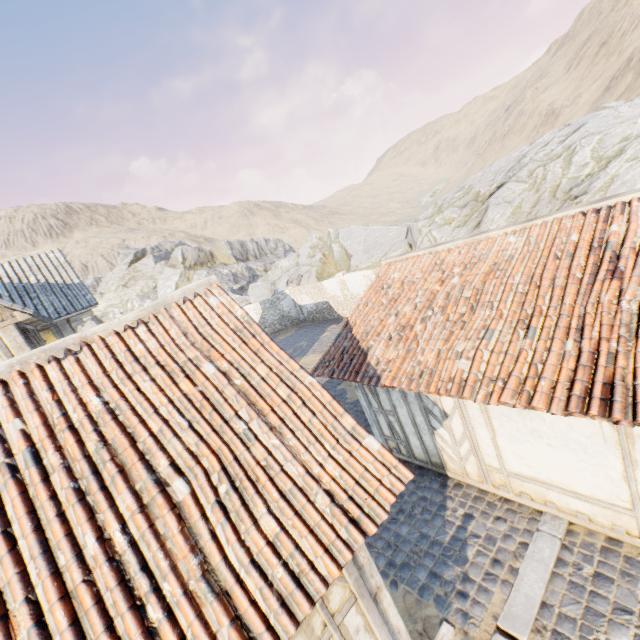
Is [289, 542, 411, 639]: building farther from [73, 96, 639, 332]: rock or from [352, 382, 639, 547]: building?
[73, 96, 639, 332]: rock

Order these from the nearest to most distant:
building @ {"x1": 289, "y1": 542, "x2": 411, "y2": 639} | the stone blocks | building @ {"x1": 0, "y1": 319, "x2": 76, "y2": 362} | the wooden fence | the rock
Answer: building @ {"x1": 289, "y1": 542, "x2": 411, "y2": 639} → the wooden fence → the stone blocks → building @ {"x1": 0, "y1": 319, "x2": 76, "y2": 362} → the rock

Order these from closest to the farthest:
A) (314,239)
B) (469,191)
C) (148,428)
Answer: (148,428) → (469,191) → (314,239)

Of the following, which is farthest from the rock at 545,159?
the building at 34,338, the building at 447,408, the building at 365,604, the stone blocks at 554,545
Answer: the building at 34,338

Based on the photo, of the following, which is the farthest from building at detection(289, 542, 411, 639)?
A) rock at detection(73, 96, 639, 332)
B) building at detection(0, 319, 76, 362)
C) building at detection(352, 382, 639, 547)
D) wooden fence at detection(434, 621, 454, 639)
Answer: rock at detection(73, 96, 639, 332)

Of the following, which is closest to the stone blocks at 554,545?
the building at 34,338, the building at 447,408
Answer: the building at 447,408

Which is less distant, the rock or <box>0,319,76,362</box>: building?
<box>0,319,76,362</box>: building

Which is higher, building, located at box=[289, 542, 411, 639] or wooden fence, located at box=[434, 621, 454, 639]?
building, located at box=[289, 542, 411, 639]
